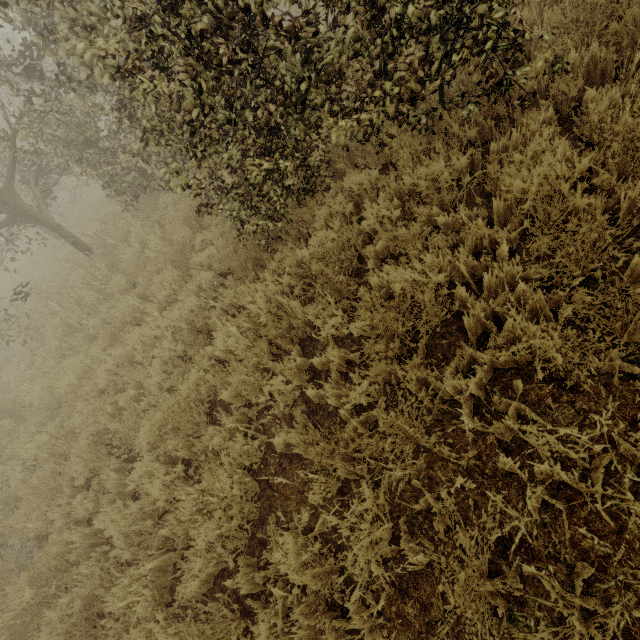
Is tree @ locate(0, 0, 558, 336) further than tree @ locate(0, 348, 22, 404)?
No

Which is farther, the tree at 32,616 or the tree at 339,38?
the tree at 32,616

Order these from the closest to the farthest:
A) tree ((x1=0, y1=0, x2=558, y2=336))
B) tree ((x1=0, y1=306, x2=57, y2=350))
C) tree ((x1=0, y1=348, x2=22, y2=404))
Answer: tree ((x1=0, y1=0, x2=558, y2=336))
tree ((x1=0, y1=306, x2=57, y2=350))
tree ((x1=0, y1=348, x2=22, y2=404))

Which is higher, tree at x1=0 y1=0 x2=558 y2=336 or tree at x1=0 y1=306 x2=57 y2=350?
tree at x1=0 y1=0 x2=558 y2=336

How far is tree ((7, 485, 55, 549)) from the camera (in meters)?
4.38

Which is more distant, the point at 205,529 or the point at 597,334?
the point at 205,529
